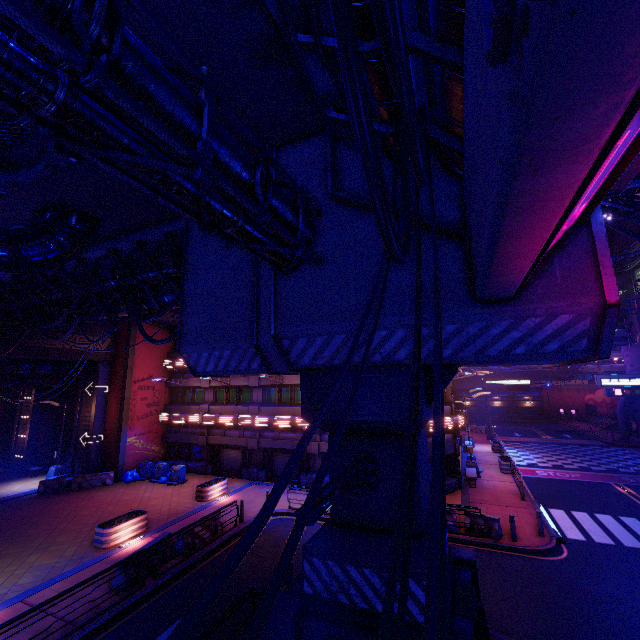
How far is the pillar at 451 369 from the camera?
6.8 meters

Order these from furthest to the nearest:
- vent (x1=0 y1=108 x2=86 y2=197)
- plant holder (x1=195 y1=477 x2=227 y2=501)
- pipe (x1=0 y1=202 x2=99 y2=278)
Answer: plant holder (x1=195 y1=477 x2=227 y2=501) < pipe (x1=0 y1=202 x2=99 y2=278) < vent (x1=0 y1=108 x2=86 y2=197)

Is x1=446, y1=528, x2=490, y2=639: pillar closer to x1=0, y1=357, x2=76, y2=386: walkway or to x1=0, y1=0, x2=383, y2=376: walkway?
x1=0, y1=0, x2=383, y2=376: walkway

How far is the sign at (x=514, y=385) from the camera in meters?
38.1 m

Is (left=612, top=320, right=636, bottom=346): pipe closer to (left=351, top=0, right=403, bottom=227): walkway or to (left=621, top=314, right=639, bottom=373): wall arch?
(left=621, top=314, right=639, bottom=373): wall arch

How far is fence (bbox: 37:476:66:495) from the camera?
21.72m

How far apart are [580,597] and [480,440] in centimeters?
2953cm

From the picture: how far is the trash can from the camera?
23.48m
